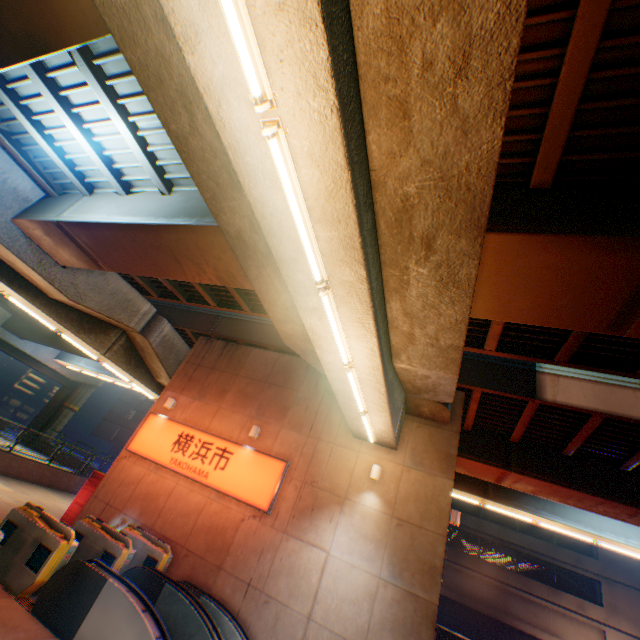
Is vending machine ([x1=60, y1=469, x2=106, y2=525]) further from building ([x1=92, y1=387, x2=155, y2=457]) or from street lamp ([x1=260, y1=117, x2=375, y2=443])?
building ([x1=92, y1=387, x2=155, y2=457])

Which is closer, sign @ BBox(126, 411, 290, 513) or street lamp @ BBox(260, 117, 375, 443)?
street lamp @ BBox(260, 117, 375, 443)

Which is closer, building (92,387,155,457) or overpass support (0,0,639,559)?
overpass support (0,0,639,559)

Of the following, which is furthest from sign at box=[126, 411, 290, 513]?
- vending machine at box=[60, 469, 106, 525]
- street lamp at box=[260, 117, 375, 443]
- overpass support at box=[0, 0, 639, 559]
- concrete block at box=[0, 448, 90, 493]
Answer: concrete block at box=[0, 448, 90, 493]

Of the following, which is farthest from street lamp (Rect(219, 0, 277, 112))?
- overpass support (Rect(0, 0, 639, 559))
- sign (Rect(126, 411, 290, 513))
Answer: sign (Rect(126, 411, 290, 513))

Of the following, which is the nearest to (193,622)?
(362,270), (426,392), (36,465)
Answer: (426,392)

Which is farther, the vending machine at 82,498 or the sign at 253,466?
the vending machine at 82,498

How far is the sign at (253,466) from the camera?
10.7 meters
